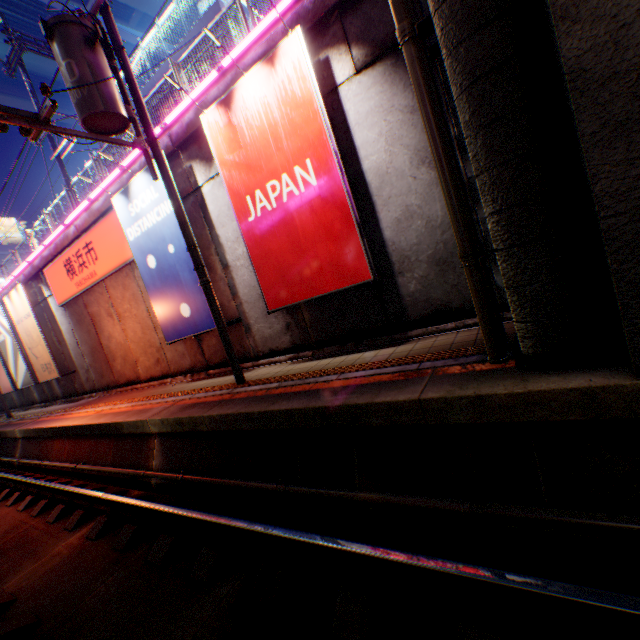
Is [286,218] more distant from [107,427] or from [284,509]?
[107,427]

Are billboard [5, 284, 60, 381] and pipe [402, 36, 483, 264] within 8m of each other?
no

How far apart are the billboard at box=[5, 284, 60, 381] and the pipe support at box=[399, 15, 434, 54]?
17.17m

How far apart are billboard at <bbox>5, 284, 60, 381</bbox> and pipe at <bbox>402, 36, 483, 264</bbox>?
17.1m

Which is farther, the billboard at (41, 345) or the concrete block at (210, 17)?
the concrete block at (210, 17)

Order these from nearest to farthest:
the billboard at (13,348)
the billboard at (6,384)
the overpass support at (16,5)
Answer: the billboard at (13,348) → the billboard at (6,384) → the overpass support at (16,5)

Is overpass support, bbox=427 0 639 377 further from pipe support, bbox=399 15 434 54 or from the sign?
the sign
